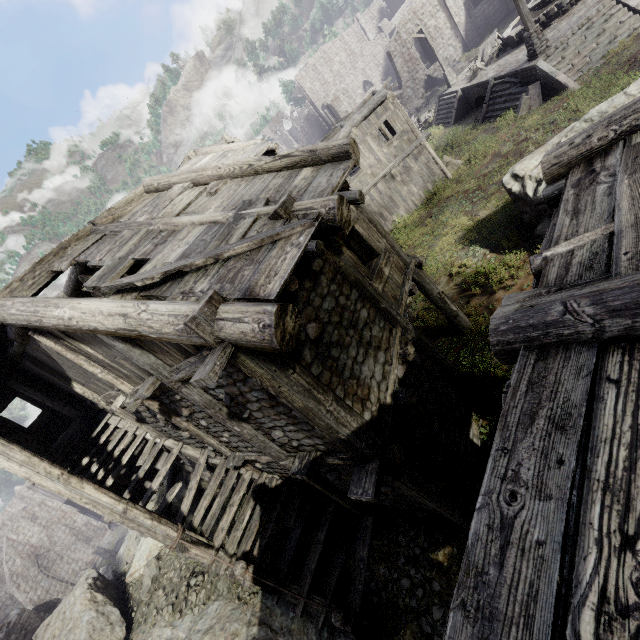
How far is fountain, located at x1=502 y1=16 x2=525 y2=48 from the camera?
18.9m

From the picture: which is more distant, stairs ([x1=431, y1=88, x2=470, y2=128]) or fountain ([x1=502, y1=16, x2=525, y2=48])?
stairs ([x1=431, y1=88, x2=470, y2=128])

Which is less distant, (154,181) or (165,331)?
(165,331)

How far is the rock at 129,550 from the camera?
14.39m

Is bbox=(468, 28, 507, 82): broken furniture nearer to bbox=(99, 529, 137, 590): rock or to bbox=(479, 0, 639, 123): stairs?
bbox=(479, 0, 639, 123): stairs

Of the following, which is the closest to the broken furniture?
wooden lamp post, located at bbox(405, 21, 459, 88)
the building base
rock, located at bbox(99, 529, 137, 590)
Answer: the building base

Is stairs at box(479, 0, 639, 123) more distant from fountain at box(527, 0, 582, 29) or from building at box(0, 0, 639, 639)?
building at box(0, 0, 639, 639)
